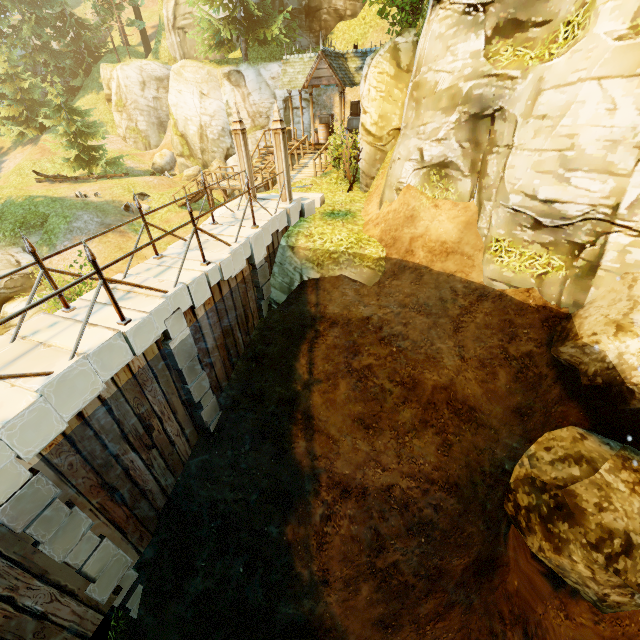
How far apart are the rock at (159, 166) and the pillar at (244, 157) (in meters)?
22.42

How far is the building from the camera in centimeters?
1570cm

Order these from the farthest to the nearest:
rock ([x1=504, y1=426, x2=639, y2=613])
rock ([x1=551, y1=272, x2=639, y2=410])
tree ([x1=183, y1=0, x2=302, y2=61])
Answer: tree ([x1=183, y1=0, x2=302, y2=61]) → rock ([x1=504, y1=426, x2=639, y2=613]) → rock ([x1=551, y1=272, x2=639, y2=410])

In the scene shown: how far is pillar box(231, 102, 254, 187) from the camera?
9.41m

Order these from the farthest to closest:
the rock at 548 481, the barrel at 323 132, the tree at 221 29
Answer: the tree at 221 29 → the barrel at 323 132 → the rock at 548 481

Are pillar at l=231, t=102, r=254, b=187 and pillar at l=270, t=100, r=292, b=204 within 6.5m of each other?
yes

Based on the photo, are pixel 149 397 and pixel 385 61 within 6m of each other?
no

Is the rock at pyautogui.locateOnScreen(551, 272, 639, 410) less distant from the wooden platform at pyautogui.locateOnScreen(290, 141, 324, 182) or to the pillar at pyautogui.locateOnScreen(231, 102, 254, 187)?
the pillar at pyautogui.locateOnScreen(231, 102, 254, 187)
